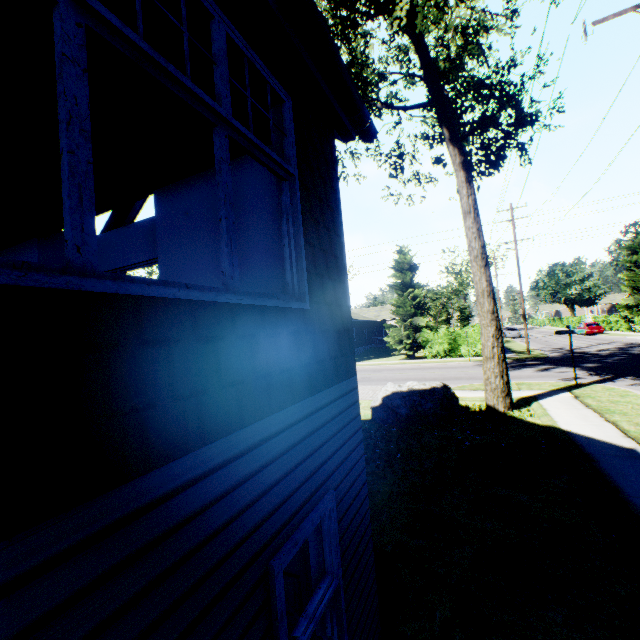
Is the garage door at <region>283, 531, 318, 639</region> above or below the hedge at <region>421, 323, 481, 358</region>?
below

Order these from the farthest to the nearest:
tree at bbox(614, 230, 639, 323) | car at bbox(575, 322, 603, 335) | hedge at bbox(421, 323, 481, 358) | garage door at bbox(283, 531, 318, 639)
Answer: car at bbox(575, 322, 603, 335), tree at bbox(614, 230, 639, 323), hedge at bbox(421, 323, 481, 358), garage door at bbox(283, 531, 318, 639)

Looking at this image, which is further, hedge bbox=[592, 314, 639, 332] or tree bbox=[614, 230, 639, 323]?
tree bbox=[614, 230, 639, 323]

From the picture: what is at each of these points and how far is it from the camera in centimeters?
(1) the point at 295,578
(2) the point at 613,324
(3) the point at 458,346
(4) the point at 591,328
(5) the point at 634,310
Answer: (1) garage door, 435cm
(2) hedge, 4353cm
(3) hedge, 2750cm
(4) car, 3981cm
(5) tree, 3847cm

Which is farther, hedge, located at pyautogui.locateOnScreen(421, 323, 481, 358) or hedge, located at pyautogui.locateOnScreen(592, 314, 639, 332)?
hedge, located at pyautogui.locateOnScreen(592, 314, 639, 332)

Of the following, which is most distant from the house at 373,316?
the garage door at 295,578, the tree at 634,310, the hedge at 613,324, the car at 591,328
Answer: the garage door at 295,578

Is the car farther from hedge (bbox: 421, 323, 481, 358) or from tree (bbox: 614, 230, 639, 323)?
hedge (bbox: 421, 323, 481, 358)

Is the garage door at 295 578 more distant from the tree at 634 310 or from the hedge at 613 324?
the hedge at 613 324
